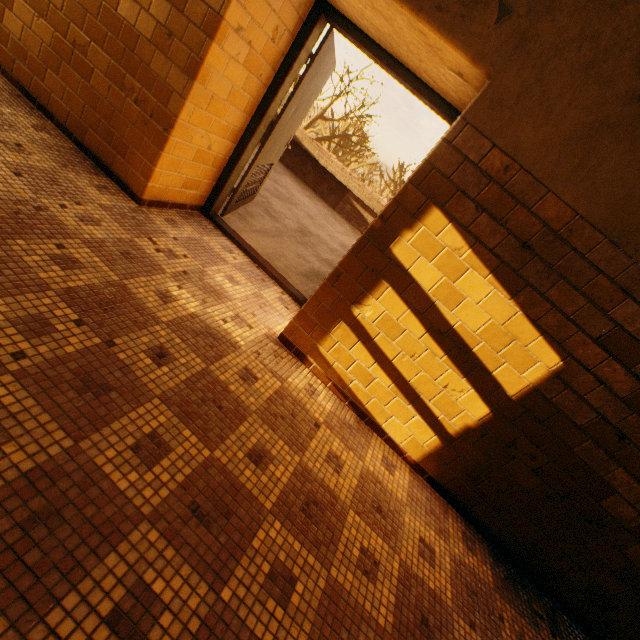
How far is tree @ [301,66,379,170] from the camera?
19.5 meters

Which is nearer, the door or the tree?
the door

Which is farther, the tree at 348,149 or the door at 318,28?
the tree at 348,149

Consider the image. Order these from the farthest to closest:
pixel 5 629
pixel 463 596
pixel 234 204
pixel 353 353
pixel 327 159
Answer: pixel 327 159, pixel 234 204, pixel 353 353, pixel 463 596, pixel 5 629

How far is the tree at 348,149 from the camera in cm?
1953
